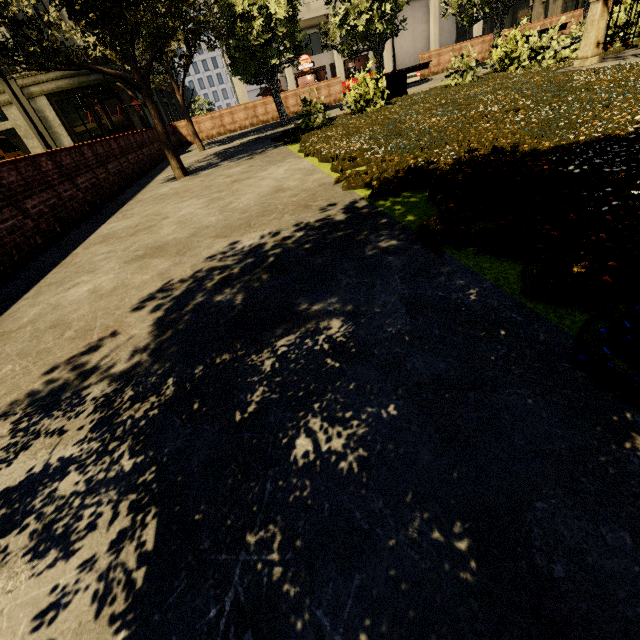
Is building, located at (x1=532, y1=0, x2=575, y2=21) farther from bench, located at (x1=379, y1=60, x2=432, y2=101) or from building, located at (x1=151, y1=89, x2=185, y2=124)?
bench, located at (x1=379, y1=60, x2=432, y2=101)

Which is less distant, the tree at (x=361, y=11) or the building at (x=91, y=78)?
A: the tree at (x=361, y=11)

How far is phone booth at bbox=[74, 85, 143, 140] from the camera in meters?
11.7 m

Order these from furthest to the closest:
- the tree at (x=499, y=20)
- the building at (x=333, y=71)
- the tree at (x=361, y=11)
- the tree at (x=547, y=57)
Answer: the building at (x=333, y=71), the tree at (x=499, y=20), the tree at (x=361, y=11), the tree at (x=547, y=57)

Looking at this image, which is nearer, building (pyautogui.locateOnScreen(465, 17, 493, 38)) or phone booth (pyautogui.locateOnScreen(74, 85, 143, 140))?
phone booth (pyautogui.locateOnScreen(74, 85, 143, 140))

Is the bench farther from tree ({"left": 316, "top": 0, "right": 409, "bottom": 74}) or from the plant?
tree ({"left": 316, "top": 0, "right": 409, "bottom": 74})

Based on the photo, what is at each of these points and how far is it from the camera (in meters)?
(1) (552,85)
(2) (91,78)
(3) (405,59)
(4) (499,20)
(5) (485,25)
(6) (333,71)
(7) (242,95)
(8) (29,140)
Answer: (1) plant, 5.82
(2) building, 27.75
(3) building, 35.97
(4) tree, 14.89
(5) building, 54.72
(6) building, 45.38
(7) building, 30.59
(8) building, 27.70

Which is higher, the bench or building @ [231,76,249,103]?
building @ [231,76,249,103]
